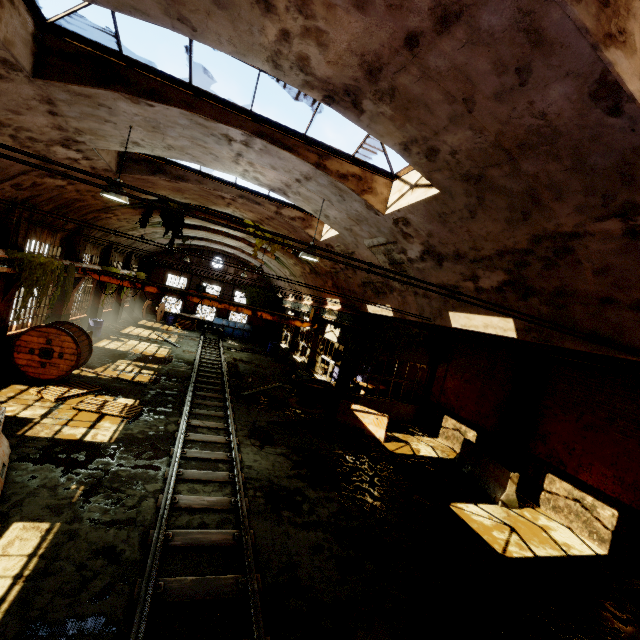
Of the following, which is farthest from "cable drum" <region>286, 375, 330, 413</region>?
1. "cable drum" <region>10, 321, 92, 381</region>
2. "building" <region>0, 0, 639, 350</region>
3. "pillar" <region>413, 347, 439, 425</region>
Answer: "cable drum" <region>10, 321, 92, 381</region>

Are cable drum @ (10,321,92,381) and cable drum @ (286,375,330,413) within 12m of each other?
yes

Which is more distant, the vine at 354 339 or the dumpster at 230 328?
the dumpster at 230 328

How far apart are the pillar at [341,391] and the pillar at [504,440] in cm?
635

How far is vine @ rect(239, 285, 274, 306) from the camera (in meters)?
32.21

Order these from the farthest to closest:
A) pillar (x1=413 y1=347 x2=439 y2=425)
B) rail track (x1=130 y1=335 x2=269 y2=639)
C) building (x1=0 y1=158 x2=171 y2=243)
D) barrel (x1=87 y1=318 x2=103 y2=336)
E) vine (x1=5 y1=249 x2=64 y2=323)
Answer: barrel (x1=87 y1=318 x2=103 y2=336)
pillar (x1=413 y1=347 x2=439 y2=425)
vine (x1=5 y1=249 x2=64 y2=323)
building (x1=0 y1=158 x2=171 y2=243)
rail track (x1=130 y1=335 x2=269 y2=639)

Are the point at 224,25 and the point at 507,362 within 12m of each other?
no

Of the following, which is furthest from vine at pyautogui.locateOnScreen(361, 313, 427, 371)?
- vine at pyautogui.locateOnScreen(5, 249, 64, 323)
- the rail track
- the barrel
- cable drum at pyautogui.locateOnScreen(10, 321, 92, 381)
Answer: the barrel
